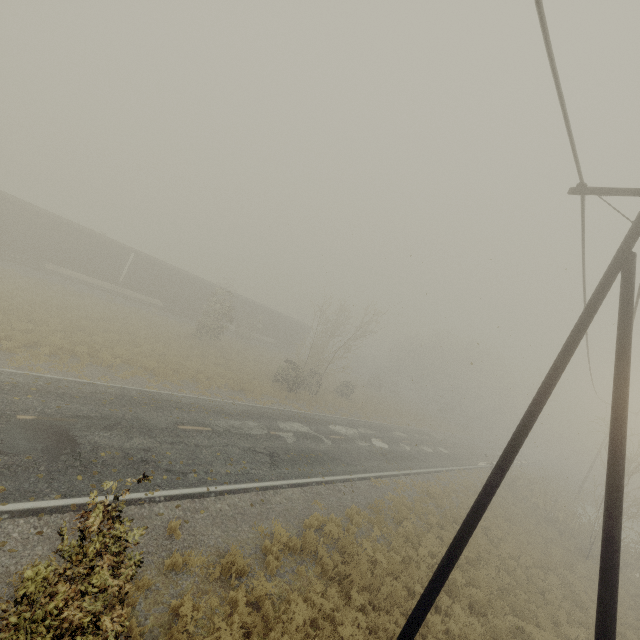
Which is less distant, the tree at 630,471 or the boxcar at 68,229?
the tree at 630,471

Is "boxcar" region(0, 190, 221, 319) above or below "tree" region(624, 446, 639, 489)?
below

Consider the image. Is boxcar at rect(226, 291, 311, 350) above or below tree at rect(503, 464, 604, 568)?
above

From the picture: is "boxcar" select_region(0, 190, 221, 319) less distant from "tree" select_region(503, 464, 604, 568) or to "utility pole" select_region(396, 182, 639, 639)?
"utility pole" select_region(396, 182, 639, 639)

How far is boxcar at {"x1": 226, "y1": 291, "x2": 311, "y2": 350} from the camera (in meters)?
40.62

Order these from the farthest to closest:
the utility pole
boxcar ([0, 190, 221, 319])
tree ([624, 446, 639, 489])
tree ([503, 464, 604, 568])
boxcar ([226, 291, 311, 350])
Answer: boxcar ([226, 291, 311, 350]), boxcar ([0, 190, 221, 319]), tree ([503, 464, 604, 568]), tree ([624, 446, 639, 489]), the utility pole

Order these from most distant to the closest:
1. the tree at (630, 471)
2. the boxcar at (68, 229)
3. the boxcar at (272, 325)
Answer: the boxcar at (272, 325) < the boxcar at (68, 229) < the tree at (630, 471)

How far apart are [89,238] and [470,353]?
53.3 meters
